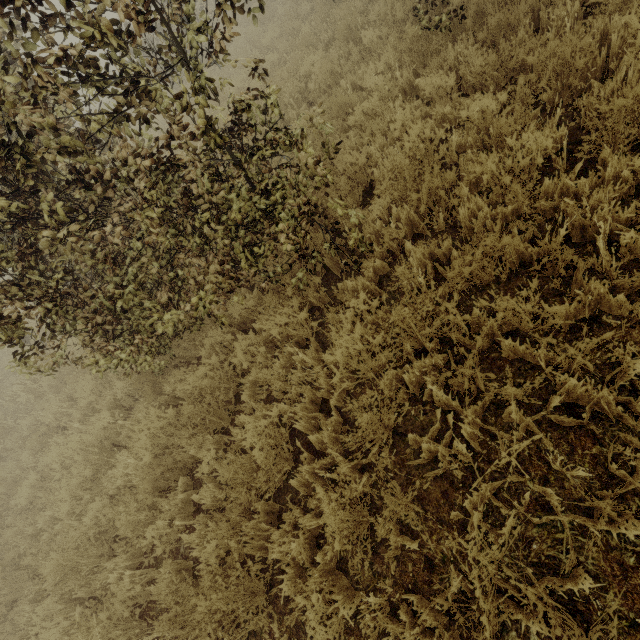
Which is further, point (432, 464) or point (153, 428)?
point (153, 428)
